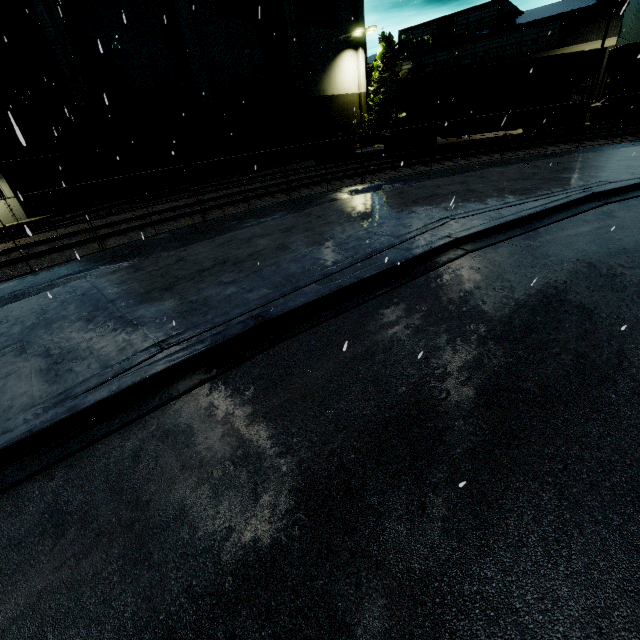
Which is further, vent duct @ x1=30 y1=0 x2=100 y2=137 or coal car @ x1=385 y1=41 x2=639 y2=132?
coal car @ x1=385 y1=41 x2=639 y2=132

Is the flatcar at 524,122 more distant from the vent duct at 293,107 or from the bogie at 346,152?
the vent duct at 293,107

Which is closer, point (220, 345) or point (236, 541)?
point (236, 541)

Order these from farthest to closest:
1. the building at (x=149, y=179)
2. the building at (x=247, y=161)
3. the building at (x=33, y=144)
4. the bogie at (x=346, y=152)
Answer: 1. the building at (x=247, y=161)
2. the bogie at (x=346, y=152)
3. the building at (x=149, y=179)
4. the building at (x=33, y=144)

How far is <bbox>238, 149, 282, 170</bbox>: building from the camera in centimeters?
2794cm

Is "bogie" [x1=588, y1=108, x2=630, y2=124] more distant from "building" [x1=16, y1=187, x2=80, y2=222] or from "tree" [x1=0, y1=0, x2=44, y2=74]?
"building" [x1=16, y1=187, x2=80, y2=222]

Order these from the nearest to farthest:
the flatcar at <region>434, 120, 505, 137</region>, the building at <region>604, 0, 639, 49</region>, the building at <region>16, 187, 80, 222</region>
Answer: the building at <region>16, 187, 80, 222</region>
the flatcar at <region>434, 120, 505, 137</region>
the building at <region>604, 0, 639, 49</region>
